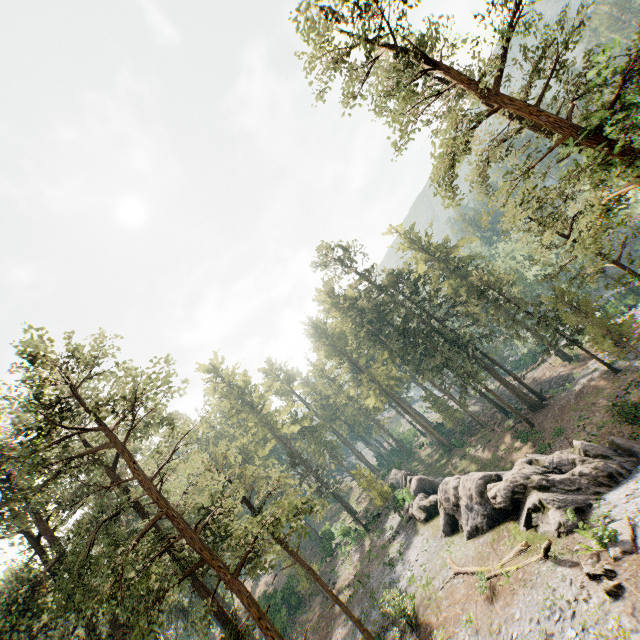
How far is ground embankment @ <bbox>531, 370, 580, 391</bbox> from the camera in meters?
38.8 m

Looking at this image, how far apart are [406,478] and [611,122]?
40.43m

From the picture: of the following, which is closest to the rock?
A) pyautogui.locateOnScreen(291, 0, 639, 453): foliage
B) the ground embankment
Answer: pyautogui.locateOnScreen(291, 0, 639, 453): foliage

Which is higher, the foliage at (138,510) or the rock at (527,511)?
the foliage at (138,510)

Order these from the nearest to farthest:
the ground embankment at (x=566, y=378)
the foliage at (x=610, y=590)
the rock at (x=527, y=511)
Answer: the foliage at (x=610, y=590), the rock at (x=527, y=511), the ground embankment at (x=566, y=378)

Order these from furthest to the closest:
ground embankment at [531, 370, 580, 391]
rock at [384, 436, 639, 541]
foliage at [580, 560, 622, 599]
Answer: ground embankment at [531, 370, 580, 391], rock at [384, 436, 639, 541], foliage at [580, 560, 622, 599]

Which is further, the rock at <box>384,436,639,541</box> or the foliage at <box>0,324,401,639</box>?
the rock at <box>384,436,639,541</box>

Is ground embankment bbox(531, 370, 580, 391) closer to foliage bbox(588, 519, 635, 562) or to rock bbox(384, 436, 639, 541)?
foliage bbox(588, 519, 635, 562)
